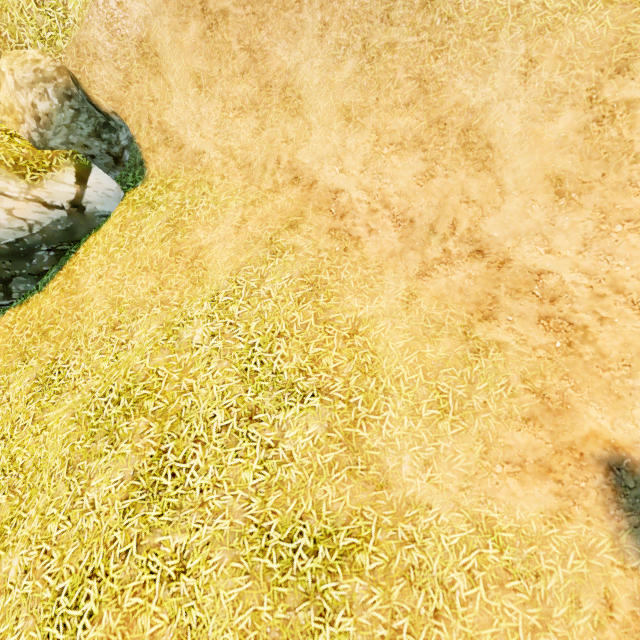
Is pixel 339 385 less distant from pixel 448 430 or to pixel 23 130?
pixel 448 430
